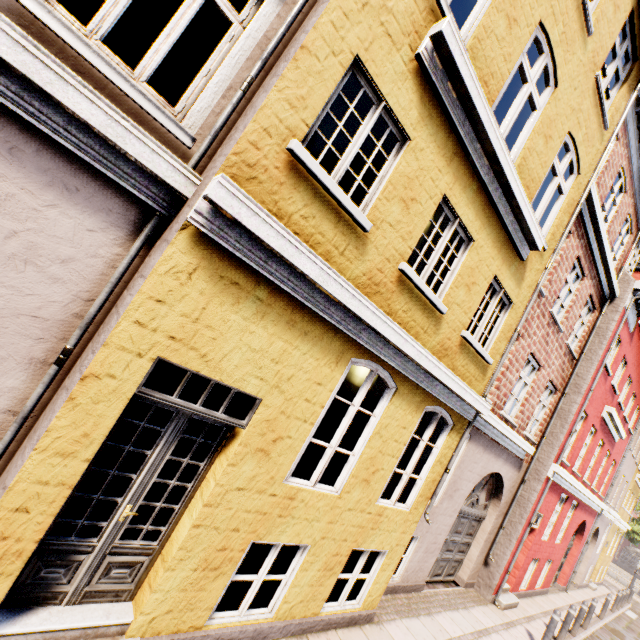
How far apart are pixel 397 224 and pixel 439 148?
1.17m
